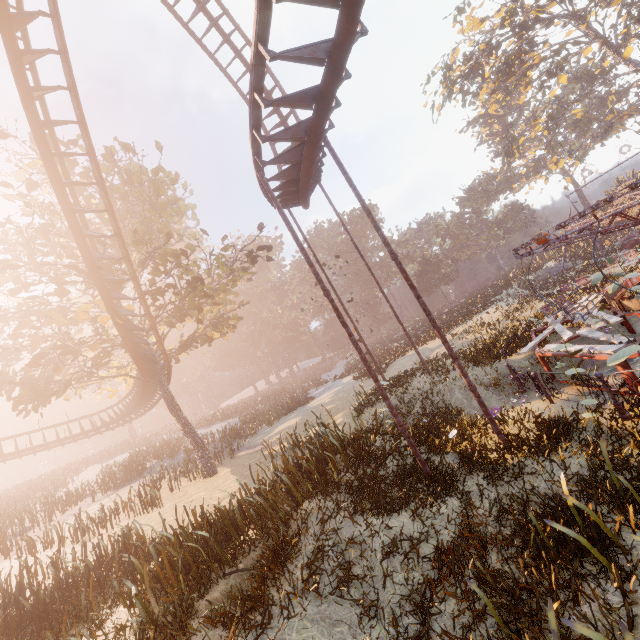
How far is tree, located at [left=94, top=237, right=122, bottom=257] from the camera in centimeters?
1313cm

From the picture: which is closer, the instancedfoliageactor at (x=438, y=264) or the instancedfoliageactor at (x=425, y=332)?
the instancedfoliageactor at (x=438, y=264)

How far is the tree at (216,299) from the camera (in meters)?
15.31

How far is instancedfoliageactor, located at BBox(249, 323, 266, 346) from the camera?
57.47m

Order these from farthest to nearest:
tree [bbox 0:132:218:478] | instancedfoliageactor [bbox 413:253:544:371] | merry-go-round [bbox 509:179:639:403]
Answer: instancedfoliageactor [bbox 413:253:544:371] → tree [bbox 0:132:218:478] → merry-go-round [bbox 509:179:639:403]

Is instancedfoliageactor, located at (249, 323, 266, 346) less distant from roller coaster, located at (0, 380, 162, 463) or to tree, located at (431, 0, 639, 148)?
roller coaster, located at (0, 380, 162, 463)

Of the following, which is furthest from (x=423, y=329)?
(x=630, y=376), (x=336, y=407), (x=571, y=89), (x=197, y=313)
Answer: (x=571, y=89)

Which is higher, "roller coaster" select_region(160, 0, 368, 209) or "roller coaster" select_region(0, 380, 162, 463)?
"roller coaster" select_region(160, 0, 368, 209)
